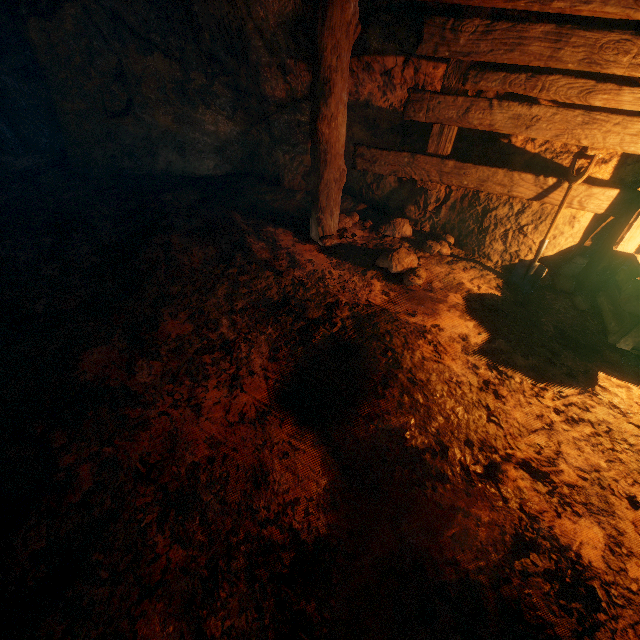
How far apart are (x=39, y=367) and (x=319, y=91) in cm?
328

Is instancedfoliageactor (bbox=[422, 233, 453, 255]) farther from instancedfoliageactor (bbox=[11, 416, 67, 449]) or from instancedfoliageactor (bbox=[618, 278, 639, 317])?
instancedfoliageactor (bbox=[11, 416, 67, 449])

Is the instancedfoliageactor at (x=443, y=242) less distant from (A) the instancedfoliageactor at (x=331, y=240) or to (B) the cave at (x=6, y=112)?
(A) the instancedfoliageactor at (x=331, y=240)

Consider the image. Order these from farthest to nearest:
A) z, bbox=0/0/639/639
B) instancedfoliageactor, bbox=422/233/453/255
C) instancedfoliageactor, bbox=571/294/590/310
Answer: instancedfoliageactor, bbox=422/233/453/255
instancedfoliageactor, bbox=571/294/590/310
z, bbox=0/0/639/639

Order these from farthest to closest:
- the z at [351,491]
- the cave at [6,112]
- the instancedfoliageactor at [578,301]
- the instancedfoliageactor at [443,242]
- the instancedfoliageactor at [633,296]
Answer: the cave at [6,112] < the instancedfoliageactor at [443,242] < the instancedfoliageactor at [578,301] < the instancedfoliageactor at [633,296] < the z at [351,491]

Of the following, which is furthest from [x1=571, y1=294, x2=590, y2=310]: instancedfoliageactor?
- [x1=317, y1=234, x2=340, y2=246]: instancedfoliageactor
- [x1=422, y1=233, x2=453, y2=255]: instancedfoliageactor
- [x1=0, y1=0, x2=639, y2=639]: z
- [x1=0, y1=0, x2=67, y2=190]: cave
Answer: [x1=0, y1=0, x2=67, y2=190]: cave

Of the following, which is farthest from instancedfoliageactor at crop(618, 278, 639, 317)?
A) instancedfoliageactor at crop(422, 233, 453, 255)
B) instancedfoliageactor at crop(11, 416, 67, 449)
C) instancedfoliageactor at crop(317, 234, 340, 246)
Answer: instancedfoliageactor at crop(11, 416, 67, 449)

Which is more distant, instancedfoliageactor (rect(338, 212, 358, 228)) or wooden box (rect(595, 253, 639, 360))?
instancedfoliageactor (rect(338, 212, 358, 228))
